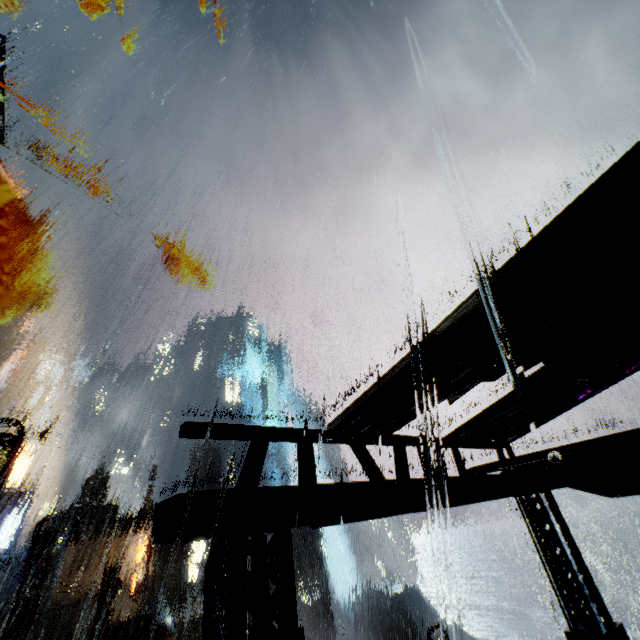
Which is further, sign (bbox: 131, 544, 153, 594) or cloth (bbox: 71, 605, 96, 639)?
sign (bbox: 131, 544, 153, 594)

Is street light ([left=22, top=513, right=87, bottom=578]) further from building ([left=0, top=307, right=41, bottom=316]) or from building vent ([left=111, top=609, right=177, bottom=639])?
building vent ([left=111, top=609, right=177, bottom=639])

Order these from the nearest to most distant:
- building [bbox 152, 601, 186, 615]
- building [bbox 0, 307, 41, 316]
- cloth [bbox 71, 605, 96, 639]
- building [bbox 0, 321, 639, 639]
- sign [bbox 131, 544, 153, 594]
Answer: building [bbox 0, 321, 639, 639], cloth [bbox 71, 605, 96, 639], sign [bbox 131, 544, 153, 594], building [bbox 152, 601, 186, 615], building [bbox 0, 307, 41, 316]

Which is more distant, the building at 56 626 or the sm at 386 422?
the building at 56 626

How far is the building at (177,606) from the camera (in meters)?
39.80

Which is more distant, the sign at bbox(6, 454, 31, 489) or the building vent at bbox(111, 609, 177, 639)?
the sign at bbox(6, 454, 31, 489)

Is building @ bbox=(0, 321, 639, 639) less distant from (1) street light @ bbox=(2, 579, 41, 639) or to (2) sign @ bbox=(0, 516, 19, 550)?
(2) sign @ bbox=(0, 516, 19, 550)

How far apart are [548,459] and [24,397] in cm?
8146
